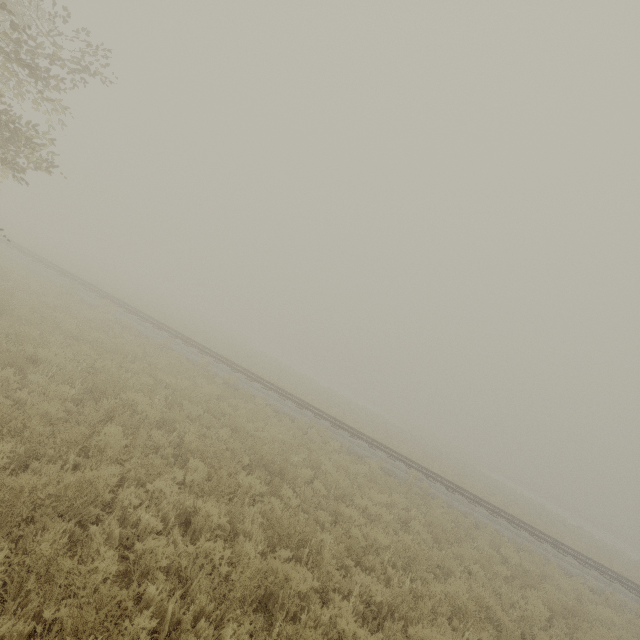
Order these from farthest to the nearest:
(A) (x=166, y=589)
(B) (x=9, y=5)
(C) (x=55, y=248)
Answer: (C) (x=55, y=248)
(B) (x=9, y=5)
(A) (x=166, y=589)
